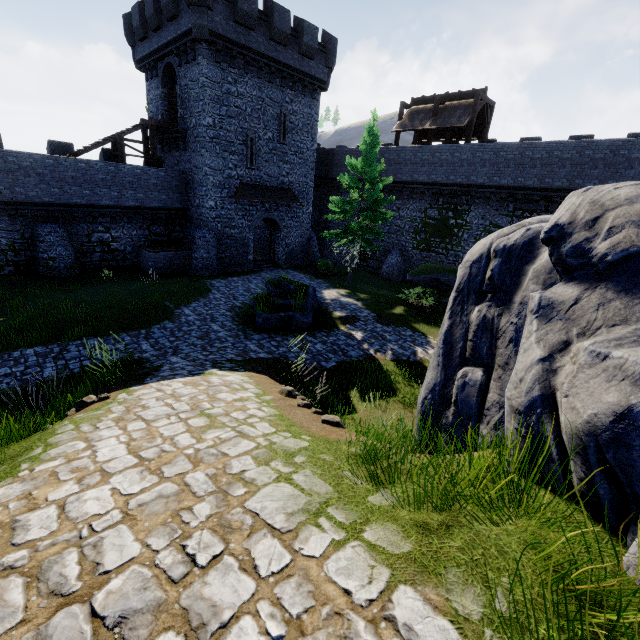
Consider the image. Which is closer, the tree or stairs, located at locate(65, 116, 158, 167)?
the tree

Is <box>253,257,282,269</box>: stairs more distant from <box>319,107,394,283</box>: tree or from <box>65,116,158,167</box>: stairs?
<box>65,116,158,167</box>: stairs

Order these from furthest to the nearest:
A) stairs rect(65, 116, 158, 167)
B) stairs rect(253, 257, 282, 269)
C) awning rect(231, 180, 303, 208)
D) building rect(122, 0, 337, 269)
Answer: stairs rect(253, 257, 282, 269) → awning rect(231, 180, 303, 208) → stairs rect(65, 116, 158, 167) → building rect(122, 0, 337, 269)

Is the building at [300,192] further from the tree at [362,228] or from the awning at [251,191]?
the tree at [362,228]

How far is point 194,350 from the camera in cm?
1080

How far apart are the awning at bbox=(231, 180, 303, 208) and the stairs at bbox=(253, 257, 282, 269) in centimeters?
441cm

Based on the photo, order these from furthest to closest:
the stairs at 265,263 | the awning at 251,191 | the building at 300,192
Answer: the stairs at 265,263
the awning at 251,191
the building at 300,192
